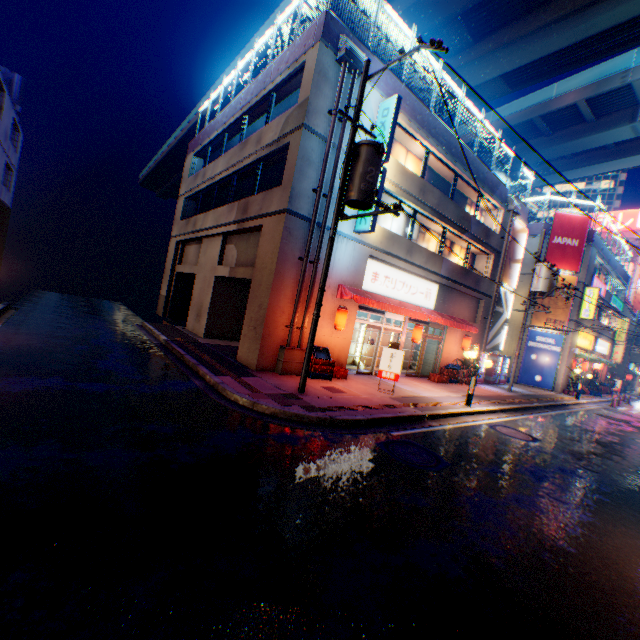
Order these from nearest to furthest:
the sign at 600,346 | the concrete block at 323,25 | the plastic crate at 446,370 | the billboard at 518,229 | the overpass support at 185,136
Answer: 1. the concrete block at 323,25
2. the plastic crate at 446,370
3. the billboard at 518,229
4. the overpass support at 185,136
5. the sign at 600,346

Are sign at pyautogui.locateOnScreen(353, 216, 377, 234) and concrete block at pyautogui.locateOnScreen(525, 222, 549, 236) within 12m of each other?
no

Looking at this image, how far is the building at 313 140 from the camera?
11.38m

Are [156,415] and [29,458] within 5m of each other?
yes

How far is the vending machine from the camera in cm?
2028

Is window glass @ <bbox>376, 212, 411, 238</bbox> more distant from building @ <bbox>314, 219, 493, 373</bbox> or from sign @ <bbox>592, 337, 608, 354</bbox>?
sign @ <bbox>592, 337, 608, 354</bbox>

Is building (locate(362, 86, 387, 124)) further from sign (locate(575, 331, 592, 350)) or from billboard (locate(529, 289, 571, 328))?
sign (locate(575, 331, 592, 350))

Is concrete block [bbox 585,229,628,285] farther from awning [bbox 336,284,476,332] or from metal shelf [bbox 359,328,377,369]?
metal shelf [bbox 359,328,377,369]
